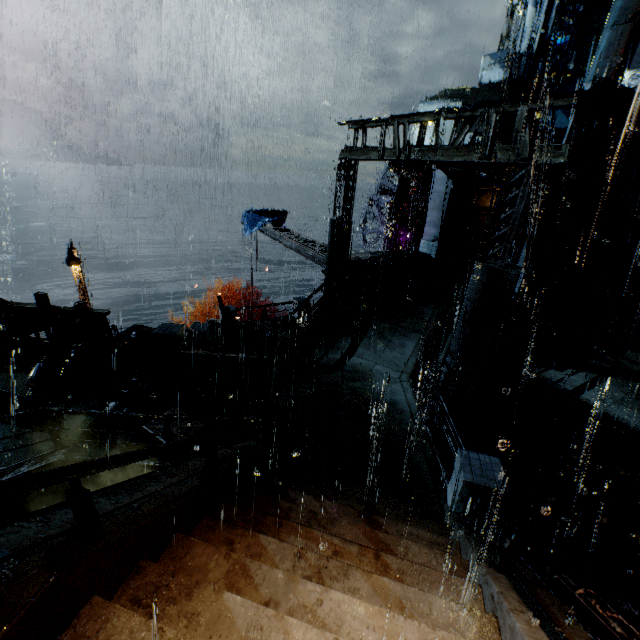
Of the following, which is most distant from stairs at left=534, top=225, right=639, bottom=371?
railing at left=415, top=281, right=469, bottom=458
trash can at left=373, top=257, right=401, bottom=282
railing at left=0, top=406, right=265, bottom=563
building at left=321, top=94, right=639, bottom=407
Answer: railing at left=0, top=406, right=265, bottom=563

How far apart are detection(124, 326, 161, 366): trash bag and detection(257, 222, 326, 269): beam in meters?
8.5 m

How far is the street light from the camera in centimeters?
1752cm

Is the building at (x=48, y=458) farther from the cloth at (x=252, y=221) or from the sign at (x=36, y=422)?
the cloth at (x=252, y=221)

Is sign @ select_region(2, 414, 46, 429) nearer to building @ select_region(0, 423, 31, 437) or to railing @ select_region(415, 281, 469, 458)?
building @ select_region(0, 423, 31, 437)

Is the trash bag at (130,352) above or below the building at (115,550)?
below

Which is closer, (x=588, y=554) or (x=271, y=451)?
(x=588, y=554)

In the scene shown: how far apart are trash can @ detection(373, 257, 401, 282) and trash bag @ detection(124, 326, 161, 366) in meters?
10.5
